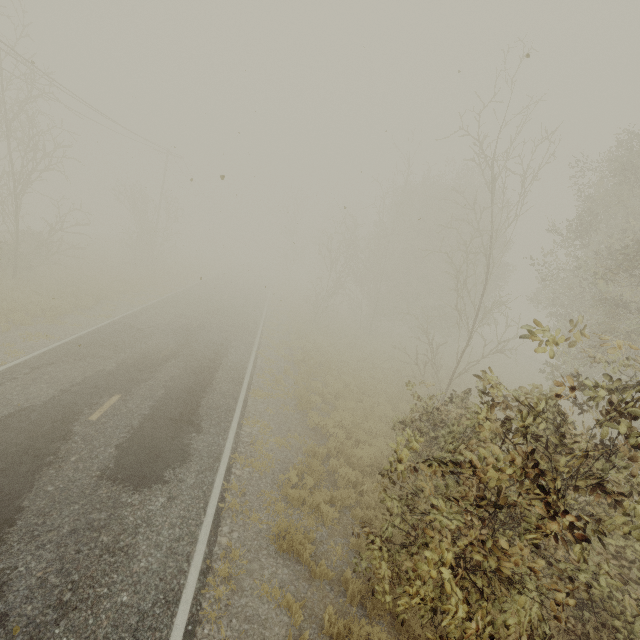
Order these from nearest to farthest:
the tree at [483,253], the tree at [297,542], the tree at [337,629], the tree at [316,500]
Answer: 1. the tree at [483,253]
2. the tree at [337,629]
3. the tree at [297,542]
4. the tree at [316,500]

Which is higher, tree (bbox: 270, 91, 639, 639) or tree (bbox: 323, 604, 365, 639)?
tree (bbox: 270, 91, 639, 639)

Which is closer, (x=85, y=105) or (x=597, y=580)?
(x=597, y=580)

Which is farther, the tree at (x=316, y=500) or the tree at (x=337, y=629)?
the tree at (x=316, y=500)

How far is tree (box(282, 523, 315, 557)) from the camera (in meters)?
6.44

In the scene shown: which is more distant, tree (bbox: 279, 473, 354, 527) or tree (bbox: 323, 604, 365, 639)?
tree (bbox: 279, 473, 354, 527)
